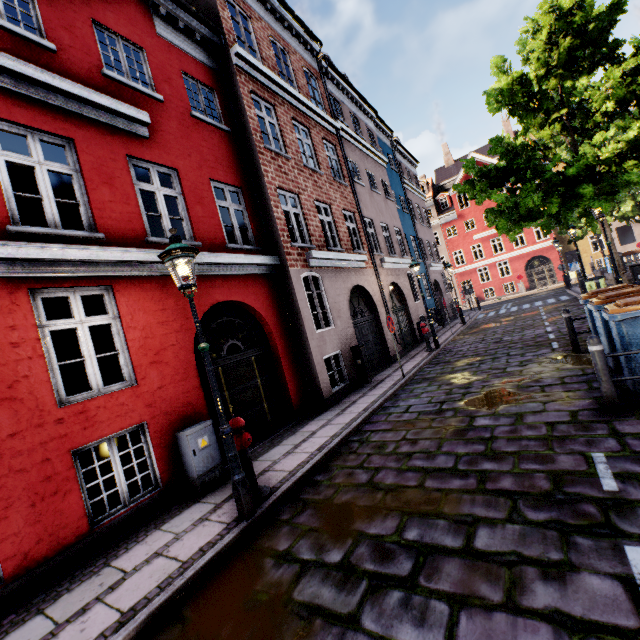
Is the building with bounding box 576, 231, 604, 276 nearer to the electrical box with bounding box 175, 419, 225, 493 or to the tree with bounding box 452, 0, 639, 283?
the electrical box with bounding box 175, 419, 225, 493

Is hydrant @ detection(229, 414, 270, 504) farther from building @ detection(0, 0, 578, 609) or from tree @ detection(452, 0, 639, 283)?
tree @ detection(452, 0, 639, 283)

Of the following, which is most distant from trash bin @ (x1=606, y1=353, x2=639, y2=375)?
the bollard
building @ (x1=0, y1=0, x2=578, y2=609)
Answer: building @ (x1=0, y1=0, x2=578, y2=609)

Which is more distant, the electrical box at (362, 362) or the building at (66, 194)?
the electrical box at (362, 362)

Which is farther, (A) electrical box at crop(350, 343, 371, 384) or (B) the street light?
(A) electrical box at crop(350, 343, 371, 384)

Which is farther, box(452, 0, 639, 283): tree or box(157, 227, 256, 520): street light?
box(452, 0, 639, 283): tree

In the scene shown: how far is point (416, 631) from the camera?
2.31m

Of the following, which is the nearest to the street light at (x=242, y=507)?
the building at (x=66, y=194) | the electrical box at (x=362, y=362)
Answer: the building at (x=66, y=194)
